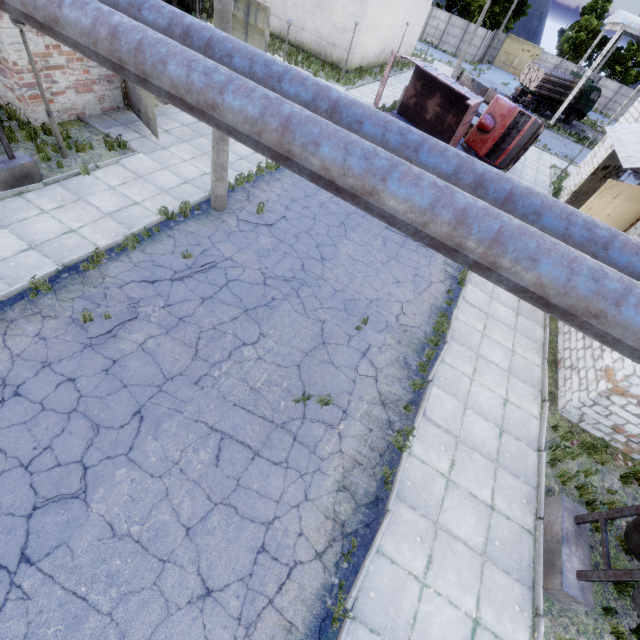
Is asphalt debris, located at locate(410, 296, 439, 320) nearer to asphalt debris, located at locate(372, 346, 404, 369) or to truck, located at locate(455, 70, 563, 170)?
asphalt debris, located at locate(372, 346, 404, 369)

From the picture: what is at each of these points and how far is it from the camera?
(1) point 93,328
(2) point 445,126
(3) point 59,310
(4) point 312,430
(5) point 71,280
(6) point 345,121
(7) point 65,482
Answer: (1) asphalt debris, 6.75m
(2) truck dump body, 19.12m
(3) asphalt debris, 6.92m
(4) asphalt debris, 6.73m
(5) asphalt debris, 7.41m
(6) pipe, 3.74m
(7) asphalt debris, 5.14m

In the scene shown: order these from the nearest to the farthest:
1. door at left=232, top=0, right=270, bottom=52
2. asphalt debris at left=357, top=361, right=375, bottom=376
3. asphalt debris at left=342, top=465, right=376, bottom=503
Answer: asphalt debris at left=342, top=465, right=376, bottom=503 < asphalt debris at left=357, top=361, right=375, bottom=376 < door at left=232, top=0, right=270, bottom=52

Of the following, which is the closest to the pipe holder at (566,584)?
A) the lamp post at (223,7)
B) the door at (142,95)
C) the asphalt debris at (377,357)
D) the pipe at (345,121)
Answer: the pipe at (345,121)

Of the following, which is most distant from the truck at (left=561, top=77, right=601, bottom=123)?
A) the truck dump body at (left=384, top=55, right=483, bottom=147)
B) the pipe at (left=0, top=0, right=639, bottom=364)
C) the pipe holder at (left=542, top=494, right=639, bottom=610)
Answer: the pipe at (left=0, top=0, right=639, bottom=364)

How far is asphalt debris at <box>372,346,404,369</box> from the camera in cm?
827

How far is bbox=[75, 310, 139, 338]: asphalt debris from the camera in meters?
6.7

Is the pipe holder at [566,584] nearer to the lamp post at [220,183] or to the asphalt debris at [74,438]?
the asphalt debris at [74,438]
